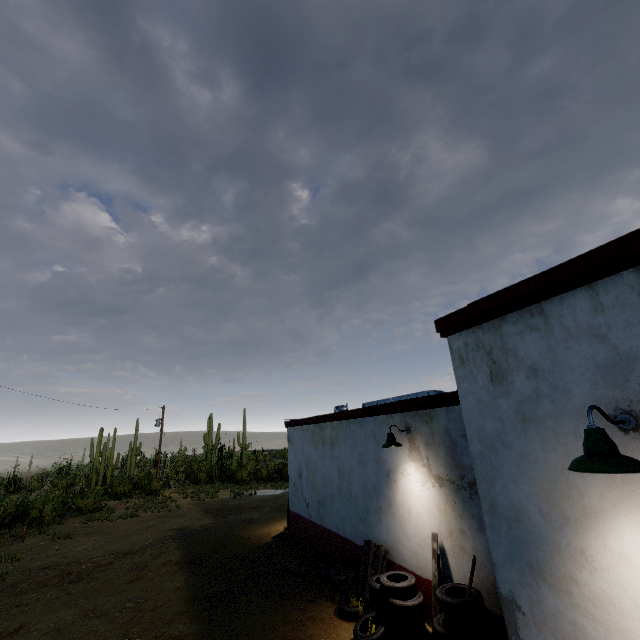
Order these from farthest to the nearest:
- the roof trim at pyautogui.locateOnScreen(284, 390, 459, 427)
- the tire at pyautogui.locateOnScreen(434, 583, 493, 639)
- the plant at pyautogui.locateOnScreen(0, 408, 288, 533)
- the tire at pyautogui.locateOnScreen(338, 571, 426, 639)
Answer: the plant at pyautogui.locateOnScreen(0, 408, 288, 533)
the roof trim at pyautogui.locateOnScreen(284, 390, 459, 427)
the tire at pyautogui.locateOnScreen(338, 571, 426, 639)
the tire at pyautogui.locateOnScreen(434, 583, 493, 639)

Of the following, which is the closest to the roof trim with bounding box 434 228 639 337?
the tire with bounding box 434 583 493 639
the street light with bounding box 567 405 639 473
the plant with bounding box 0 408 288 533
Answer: the street light with bounding box 567 405 639 473

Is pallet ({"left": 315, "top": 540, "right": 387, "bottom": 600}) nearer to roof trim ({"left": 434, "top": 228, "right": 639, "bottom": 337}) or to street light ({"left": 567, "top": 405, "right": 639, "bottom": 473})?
roof trim ({"left": 434, "top": 228, "right": 639, "bottom": 337})

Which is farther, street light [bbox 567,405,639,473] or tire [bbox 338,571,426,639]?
tire [bbox 338,571,426,639]

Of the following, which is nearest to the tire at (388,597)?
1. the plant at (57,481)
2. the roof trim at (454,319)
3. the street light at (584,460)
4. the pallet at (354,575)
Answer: the pallet at (354,575)

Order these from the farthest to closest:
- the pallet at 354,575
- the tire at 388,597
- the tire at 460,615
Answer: the pallet at 354,575 < the tire at 388,597 < the tire at 460,615

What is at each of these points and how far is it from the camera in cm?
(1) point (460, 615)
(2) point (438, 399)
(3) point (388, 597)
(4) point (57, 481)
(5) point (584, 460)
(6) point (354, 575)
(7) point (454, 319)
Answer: (1) tire, 469
(2) roof trim, 635
(3) tire, 589
(4) plant, 5159
(5) street light, 228
(6) pallet, 766
(7) roof trim, 416

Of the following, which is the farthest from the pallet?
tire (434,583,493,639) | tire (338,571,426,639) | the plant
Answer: the plant
